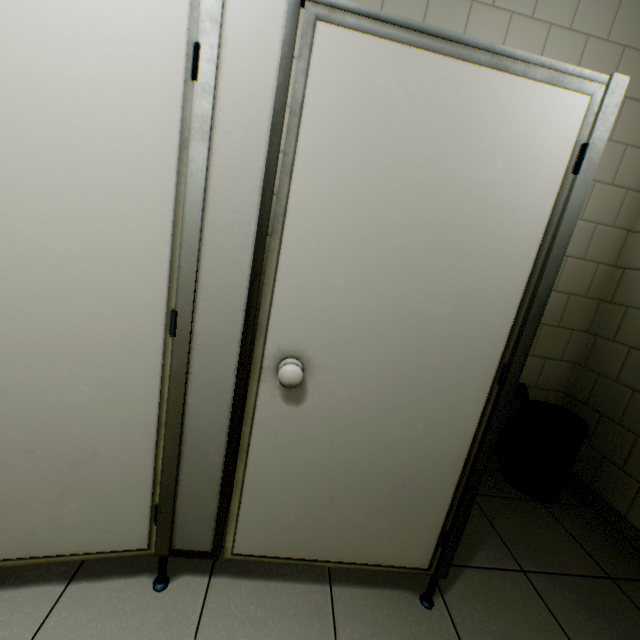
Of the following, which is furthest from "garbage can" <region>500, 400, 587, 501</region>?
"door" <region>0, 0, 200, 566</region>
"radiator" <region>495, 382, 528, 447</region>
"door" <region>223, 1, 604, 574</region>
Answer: "door" <region>0, 0, 200, 566</region>

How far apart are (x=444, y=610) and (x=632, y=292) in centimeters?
227cm

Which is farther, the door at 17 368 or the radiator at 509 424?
the radiator at 509 424

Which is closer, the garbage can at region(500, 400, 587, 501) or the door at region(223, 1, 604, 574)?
the door at region(223, 1, 604, 574)

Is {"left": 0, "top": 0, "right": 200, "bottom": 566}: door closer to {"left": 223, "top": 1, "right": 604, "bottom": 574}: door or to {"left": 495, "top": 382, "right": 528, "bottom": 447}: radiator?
{"left": 223, "top": 1, "right": 604, "bottom": 574}: door

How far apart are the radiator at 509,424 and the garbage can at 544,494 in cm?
16

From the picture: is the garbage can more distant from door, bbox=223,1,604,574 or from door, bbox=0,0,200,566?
door, bbox=0,0,200,566

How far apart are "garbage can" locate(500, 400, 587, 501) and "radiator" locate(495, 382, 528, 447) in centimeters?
16cm
